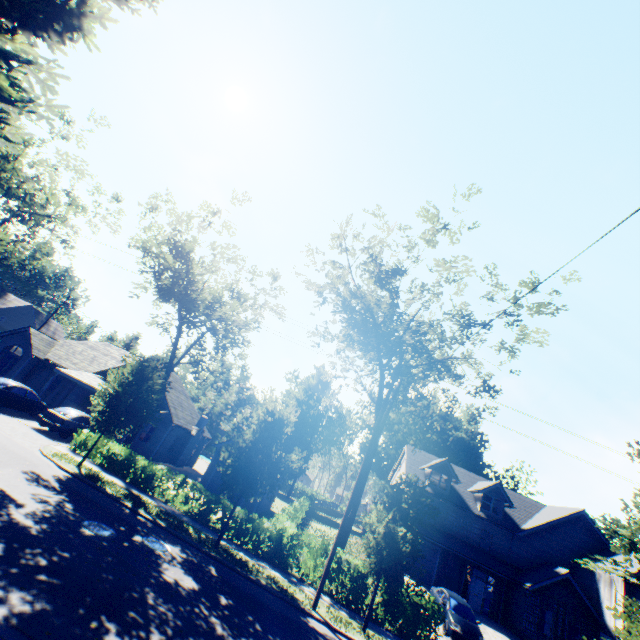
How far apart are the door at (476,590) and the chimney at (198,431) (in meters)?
27.84

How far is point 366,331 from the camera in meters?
22.6

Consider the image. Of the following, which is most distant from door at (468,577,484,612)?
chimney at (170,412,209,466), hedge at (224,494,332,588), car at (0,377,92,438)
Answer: car at (0,377,92,438)

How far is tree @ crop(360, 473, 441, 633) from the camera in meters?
13.1 m

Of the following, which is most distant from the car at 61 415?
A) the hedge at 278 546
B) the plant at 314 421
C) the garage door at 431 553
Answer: the garage door at 431 553

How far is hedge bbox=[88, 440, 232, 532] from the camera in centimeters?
1706cm

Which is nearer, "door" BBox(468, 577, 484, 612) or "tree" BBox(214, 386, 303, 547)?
"tree" BBox(214, 386, 303, 547)

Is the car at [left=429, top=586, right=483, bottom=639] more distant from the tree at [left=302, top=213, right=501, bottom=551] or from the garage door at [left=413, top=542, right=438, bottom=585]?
the garage door at [left=413, top=542, right=438, bottom=585]
